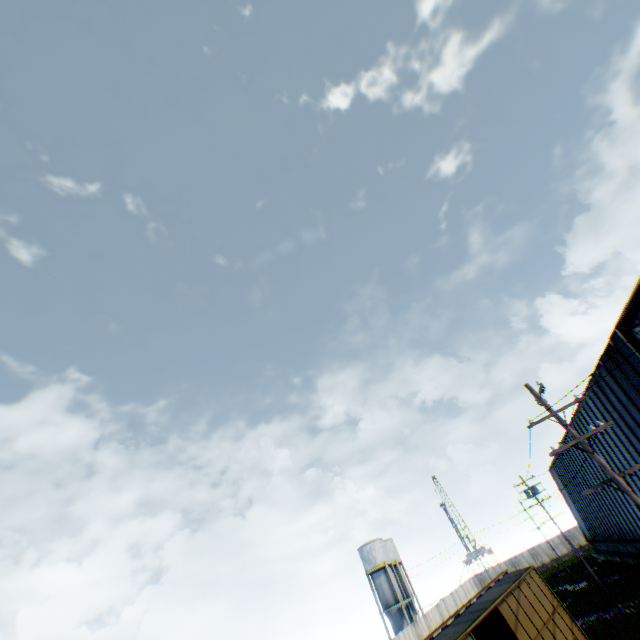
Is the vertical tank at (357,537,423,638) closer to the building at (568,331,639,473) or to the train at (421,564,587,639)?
the building at (568,331,639,473)

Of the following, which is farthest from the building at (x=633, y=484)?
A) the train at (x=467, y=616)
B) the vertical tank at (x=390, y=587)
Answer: the vertical tank at (x=390, y=587)

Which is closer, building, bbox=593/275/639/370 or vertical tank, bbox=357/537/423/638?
building, bbox=593/275/639/370

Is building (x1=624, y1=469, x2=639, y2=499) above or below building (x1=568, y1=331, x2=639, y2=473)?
below

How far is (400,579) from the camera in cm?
4900

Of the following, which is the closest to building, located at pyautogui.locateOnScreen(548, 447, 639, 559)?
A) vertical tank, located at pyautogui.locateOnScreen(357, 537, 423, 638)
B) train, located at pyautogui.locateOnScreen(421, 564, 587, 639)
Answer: train, located at pyautogui.locateOnScreen(421, 564, 587, 639)

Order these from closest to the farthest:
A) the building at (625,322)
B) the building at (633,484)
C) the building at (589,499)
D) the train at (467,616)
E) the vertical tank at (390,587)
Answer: the train at (467,616) → the building at (625,322) → the building at (633,484) → the building at (589,499) → the vertical tank at (390,587)
